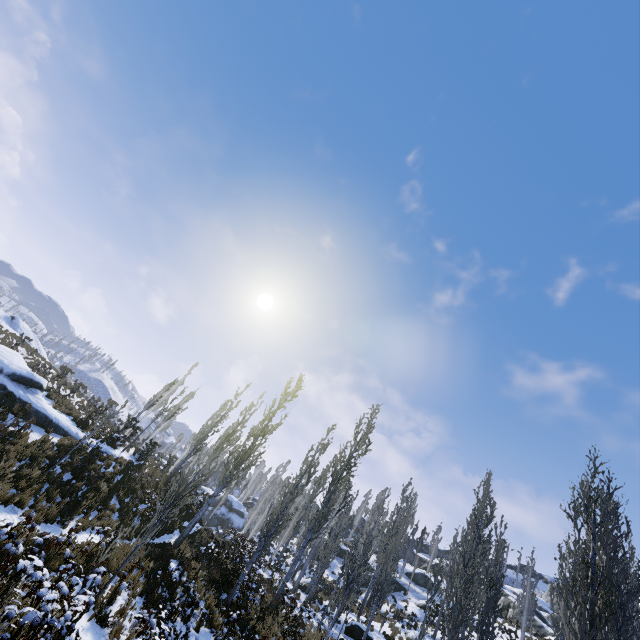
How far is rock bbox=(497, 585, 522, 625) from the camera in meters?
36.8

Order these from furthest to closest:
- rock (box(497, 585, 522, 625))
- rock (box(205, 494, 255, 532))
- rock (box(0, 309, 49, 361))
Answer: rock (box(205, 494, 255, 532)), rock (box(497, 585, 522, 625)), rock (box(0, 309, 49, 361))

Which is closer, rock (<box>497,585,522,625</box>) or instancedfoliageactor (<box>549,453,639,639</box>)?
instancedfoliageactor (<box>549,453,639,639</box>)

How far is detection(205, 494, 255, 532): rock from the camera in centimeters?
4325cm

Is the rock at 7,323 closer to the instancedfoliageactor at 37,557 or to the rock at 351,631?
the instancedfoliageactor at 37,557

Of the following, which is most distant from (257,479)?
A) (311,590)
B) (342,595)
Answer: (311,590)

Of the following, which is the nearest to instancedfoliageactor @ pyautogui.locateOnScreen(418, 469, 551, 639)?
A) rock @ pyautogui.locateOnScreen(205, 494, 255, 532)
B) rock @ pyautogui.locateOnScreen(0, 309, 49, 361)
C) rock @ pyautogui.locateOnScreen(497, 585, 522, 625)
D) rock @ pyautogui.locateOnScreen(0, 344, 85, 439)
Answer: rock @ pyautogui.locateOnScreen(205, 494, 255, 532)

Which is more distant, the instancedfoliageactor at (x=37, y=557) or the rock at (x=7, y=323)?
the rock at (x=7, y=323)
